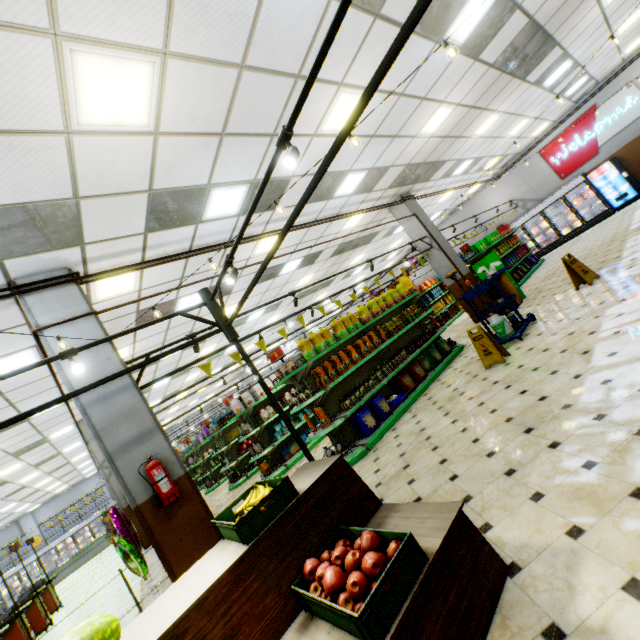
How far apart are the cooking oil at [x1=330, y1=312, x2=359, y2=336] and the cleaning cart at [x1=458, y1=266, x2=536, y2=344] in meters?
2.4

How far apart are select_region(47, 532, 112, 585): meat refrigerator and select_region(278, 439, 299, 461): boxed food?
20.07m

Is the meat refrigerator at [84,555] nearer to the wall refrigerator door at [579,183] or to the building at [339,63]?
the building at [339,63]

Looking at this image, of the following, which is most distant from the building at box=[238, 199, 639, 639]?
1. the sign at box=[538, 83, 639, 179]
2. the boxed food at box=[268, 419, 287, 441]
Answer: the boxed food at box=[268, 419, 287, 441]

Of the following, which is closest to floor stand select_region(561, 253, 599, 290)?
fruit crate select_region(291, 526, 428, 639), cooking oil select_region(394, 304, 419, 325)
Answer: cooking oil select_region(394, 304, 419, 325)

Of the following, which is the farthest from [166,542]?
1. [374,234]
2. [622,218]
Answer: [622,218]

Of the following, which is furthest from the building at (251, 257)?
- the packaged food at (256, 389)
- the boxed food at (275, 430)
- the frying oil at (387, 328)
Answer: the packaged food at (256, 389)

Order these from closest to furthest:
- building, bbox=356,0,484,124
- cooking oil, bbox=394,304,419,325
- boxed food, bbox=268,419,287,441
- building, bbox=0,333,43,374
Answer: building, bbox=356,0,484,124 < building, bbox=0,333,43,374 < cooking oil, bbox=394,304,419,325 < boxed food, bbox=268,419,287,441
